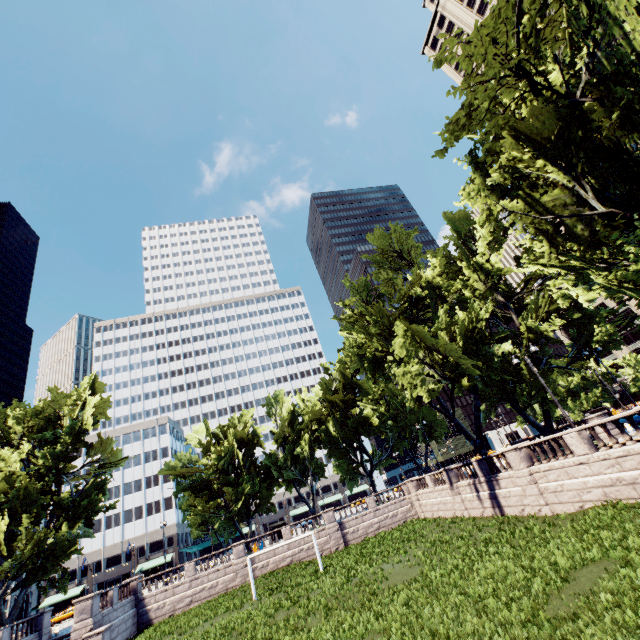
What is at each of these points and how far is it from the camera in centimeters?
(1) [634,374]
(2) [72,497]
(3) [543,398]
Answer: (1) tree, 5878cm
(2) tree, 3434cm
(3) tree, 3058cm

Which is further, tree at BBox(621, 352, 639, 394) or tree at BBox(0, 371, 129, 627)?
tree at BBox(621, 352, 639, 394)

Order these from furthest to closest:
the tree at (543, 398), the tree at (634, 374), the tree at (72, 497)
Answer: the tree at (634, 374) → the tree at (72, 497) → the tree at (543, 398)

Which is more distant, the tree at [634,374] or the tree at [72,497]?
the tree at [634,374]

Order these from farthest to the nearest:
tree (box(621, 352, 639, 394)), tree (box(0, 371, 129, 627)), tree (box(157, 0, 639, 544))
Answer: tree (box(621, 352, 639, 394)), tree (box(0, 371, 129, 627)), tree (box(157, 0, 639, 544))
